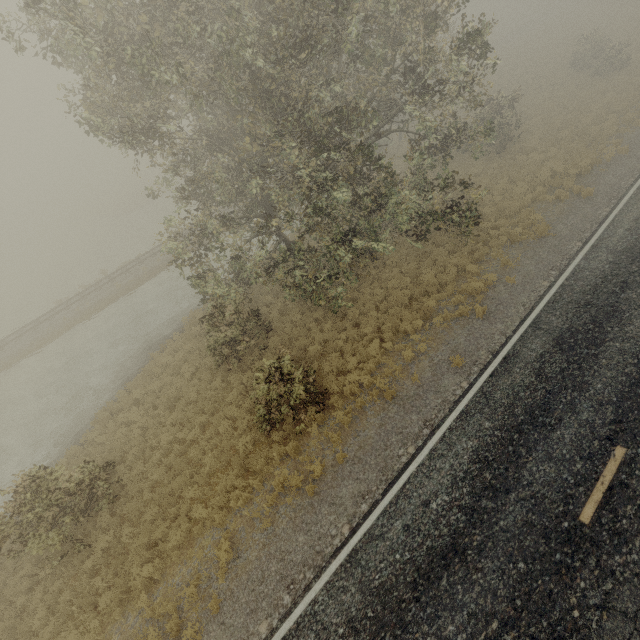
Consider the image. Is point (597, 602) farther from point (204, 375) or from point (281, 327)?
point (204, 375)
